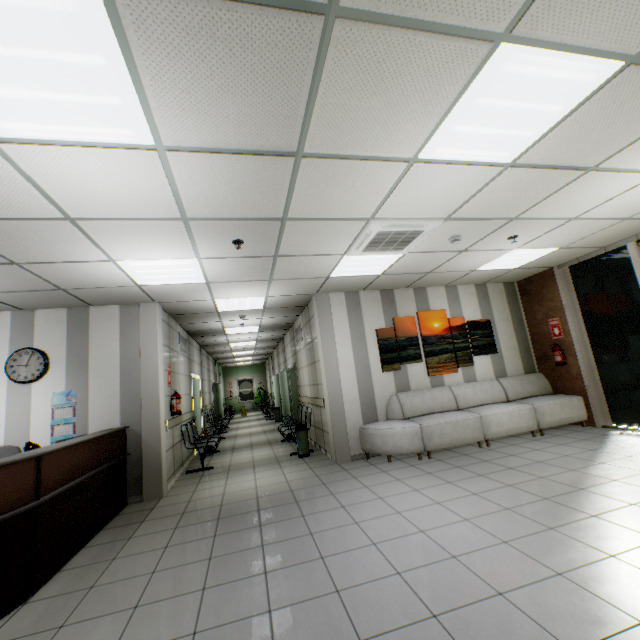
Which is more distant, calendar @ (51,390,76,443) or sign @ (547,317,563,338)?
sign @ (547,317,563,338)

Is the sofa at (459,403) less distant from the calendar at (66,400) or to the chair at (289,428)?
the chair at (289,428)

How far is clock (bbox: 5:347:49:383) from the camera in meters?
5.1 m

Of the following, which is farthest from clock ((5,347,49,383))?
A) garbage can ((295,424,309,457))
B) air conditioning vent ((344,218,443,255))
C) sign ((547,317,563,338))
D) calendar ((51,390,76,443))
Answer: sign ((547,317,563,338))

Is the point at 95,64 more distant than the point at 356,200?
No

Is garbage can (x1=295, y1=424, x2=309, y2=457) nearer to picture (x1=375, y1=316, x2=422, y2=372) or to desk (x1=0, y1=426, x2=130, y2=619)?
picture (x1=375, y1=316, x2=422, y2=372)

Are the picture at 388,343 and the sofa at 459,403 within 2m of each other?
yes

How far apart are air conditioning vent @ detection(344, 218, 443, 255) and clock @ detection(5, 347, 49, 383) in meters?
5.1
